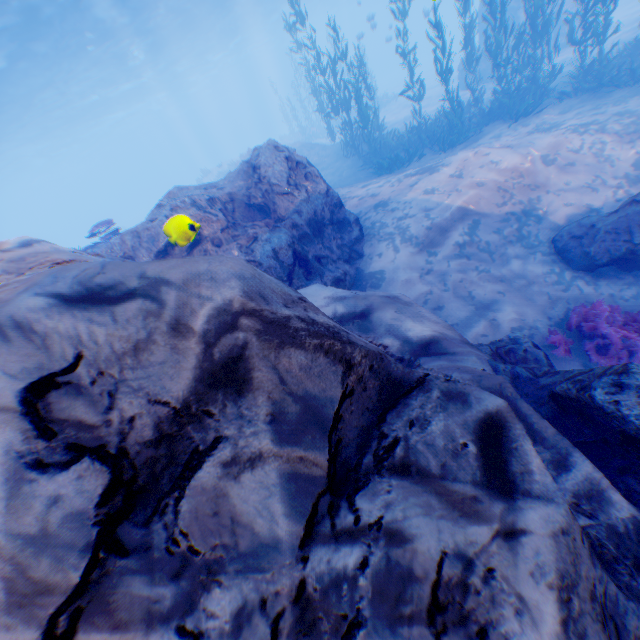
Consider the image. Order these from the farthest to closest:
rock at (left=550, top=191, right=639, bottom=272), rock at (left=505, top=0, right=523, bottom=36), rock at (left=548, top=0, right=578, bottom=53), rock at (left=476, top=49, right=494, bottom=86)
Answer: rock at (left=476, top=49, right=494, bottom=86) → rock at (left=505, top=0, right=523, bottom=36) → rock at (left=548, top=0, right=578, bottom=53) → rock at (left=550, top=191, right=639, bottom=272)

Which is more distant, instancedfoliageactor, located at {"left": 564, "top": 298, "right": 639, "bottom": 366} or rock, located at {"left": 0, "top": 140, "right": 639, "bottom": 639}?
instancedfoliageactor, located at {"left": 564, "top": 298, "right": 639, "bottom": 366}

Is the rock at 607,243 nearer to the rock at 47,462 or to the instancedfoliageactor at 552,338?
the instancedfoliageactor at 552,338

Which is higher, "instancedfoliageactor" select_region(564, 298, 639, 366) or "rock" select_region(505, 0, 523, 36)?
"rock" select_region(505, 0, 523, 36)

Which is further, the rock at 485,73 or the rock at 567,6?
the rock at 485,73

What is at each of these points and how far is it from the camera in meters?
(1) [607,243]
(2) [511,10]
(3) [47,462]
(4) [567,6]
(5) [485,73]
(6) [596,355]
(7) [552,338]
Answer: (1) rock, 6.2
(2) rock, 19.3
(3) rock, 1.4
(4) rock, 18.1
(5) rock, 19.8
(6) instancedfoliageactor, 5.5
(7) instancedfoliageactor, 5.8

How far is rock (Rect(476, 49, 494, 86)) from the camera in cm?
1953

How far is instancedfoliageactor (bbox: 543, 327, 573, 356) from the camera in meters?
5.6 m
